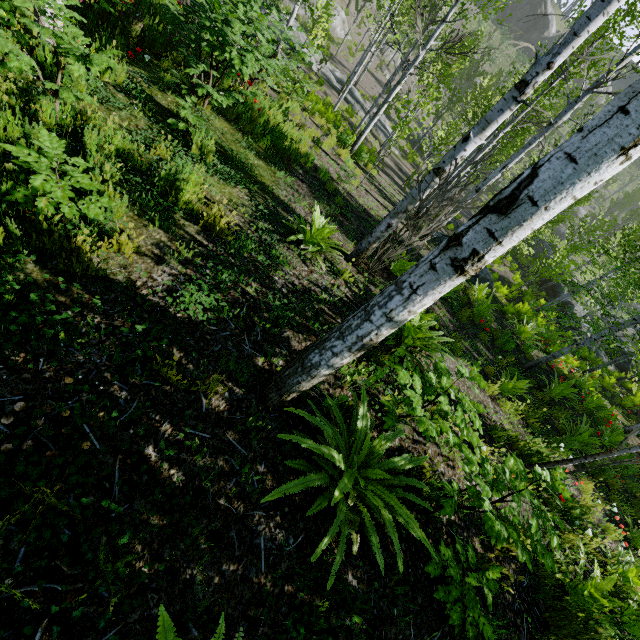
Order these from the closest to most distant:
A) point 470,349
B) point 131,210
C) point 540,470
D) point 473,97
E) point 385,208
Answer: point 540,470 → point 131,210 → point 470,349 → point 385,208 → point 473,97

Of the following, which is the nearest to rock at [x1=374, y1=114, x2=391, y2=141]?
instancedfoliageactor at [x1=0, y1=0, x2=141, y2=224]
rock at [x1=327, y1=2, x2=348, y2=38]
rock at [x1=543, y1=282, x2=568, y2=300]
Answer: instancedfoliageactor at [x1=0, y1=0, x2=141, y2=224]

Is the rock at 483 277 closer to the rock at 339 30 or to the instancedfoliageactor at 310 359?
the instancedfoliageactor at 310 359

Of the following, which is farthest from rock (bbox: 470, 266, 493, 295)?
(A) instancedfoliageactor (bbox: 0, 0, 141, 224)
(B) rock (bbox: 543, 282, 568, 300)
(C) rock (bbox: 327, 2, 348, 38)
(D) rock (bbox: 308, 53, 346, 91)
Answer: (C) rock (bbox: 327, 2, 348, 38)

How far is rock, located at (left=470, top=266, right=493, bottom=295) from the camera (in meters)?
12.29

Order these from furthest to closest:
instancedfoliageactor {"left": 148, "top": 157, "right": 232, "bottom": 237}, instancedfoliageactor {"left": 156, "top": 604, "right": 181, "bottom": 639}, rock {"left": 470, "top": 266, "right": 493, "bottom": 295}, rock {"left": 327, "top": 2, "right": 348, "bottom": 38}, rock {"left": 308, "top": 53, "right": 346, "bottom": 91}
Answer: rock {"left": 327, "top": 2, "right": 348, "bottom": 38}, rock {"left": 308, "top": 53, "right": 346, "bottom": 91}, rock {"left": 470, "top": 266, "right": 493, "bottom": 295}, instancedfoliageactor {"left": 148, "top": 157, "right": 232, "bottom": 237}, instancedfoliageactor {"left": 156, "top": 604, "right": 181, "bottom": 639}

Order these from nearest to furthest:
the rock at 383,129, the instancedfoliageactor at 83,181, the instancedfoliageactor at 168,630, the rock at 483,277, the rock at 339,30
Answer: the instancedfoliageactor at 168,630 → the instancedfoliageactor at 83,181 → the rock at 483,277 → the rock at 383,129 → the rock at 339,30

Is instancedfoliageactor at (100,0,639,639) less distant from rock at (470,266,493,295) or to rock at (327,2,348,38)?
rock at (470,266,493,295)
